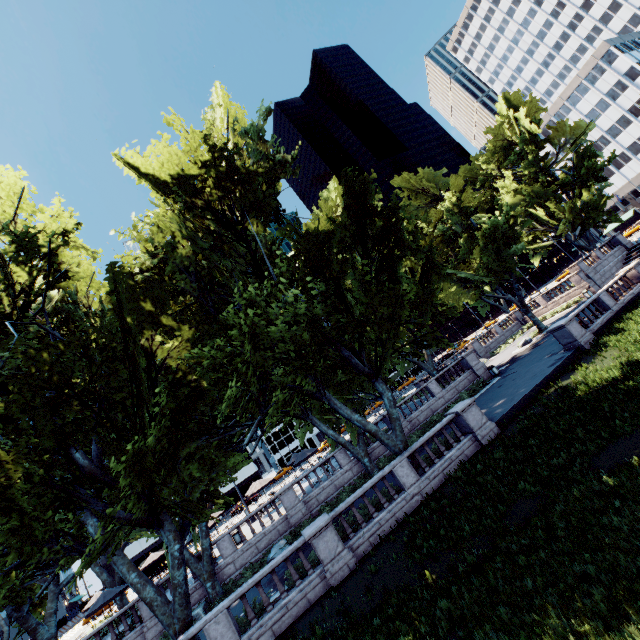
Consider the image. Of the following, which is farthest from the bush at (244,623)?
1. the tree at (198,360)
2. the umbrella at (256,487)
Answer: the umbrella at (256,487)

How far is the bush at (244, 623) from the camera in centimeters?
1292cm

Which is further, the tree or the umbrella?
the umbrella

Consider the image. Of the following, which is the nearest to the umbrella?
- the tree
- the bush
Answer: the tree

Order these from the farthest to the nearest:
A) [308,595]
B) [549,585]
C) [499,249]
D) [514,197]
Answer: [514,197], [499,249], [308,595], [549,585]

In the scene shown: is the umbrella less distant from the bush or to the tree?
the tree

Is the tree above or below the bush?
above
